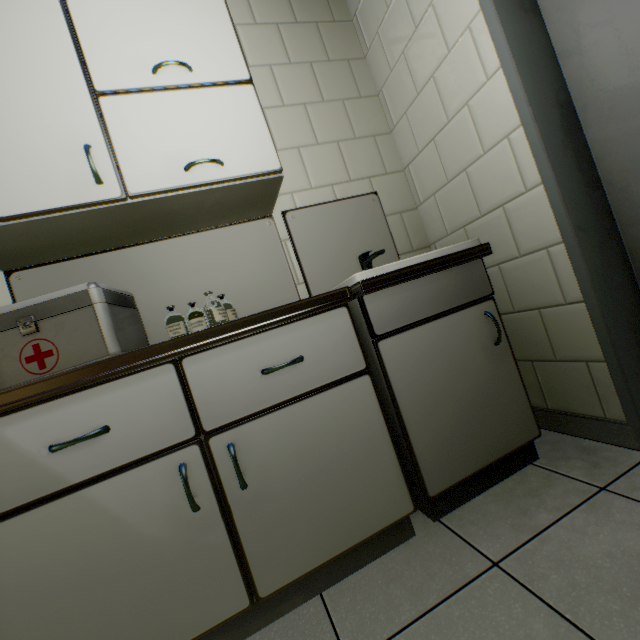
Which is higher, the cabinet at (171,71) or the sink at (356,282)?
the cabinet at (171,71)

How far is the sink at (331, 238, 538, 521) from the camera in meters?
1.2 m

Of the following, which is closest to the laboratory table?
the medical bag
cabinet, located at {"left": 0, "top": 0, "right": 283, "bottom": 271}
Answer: the medical bag

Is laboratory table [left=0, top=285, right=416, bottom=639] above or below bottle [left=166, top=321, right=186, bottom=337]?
below

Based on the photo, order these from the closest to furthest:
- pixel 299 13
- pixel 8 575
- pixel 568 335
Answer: pixel 8 575, pixel 568 335, pixel 299 13

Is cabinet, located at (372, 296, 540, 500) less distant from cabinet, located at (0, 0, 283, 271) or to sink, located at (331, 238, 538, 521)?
sink, located at (331, 238, 538, 521)

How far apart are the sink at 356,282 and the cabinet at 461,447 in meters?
0.0

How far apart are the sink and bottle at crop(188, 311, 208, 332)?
0.6 meters
